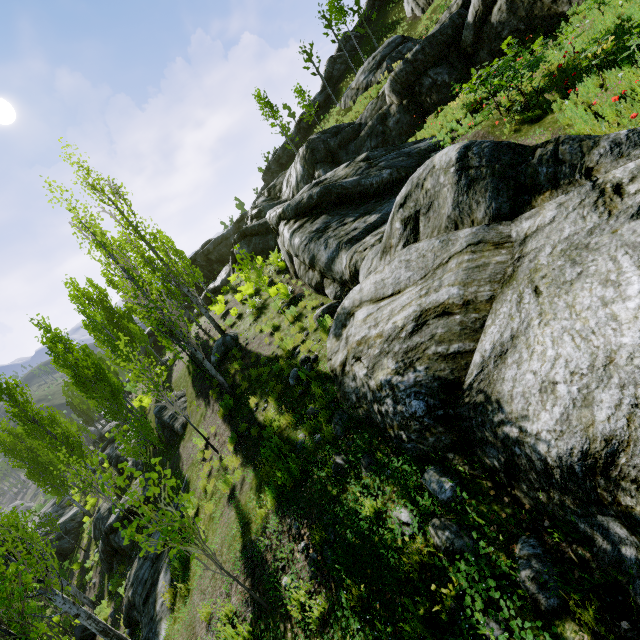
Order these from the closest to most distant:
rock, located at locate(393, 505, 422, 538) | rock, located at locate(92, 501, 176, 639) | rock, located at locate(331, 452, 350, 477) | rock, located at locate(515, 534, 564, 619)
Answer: rock, located at locate(515, 534, 564, 619)
rock, located at locate(393, 505, 422, 538)
rock, located at locate(331, 452, 350, 477)
rock, located at locate(92, 501, 176, 639)

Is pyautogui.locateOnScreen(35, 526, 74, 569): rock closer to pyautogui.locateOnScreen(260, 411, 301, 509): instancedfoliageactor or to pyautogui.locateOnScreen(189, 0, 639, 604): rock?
pyautogui.locateOnScreen(260, 411, 301, 509): instancedfoliageactor

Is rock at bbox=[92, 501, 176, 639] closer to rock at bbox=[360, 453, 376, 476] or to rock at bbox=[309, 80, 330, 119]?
rock at bbox=[360, 453, 376, 476]

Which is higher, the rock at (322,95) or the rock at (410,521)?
the rock at (322,95)

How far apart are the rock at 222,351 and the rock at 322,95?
42.6 meters

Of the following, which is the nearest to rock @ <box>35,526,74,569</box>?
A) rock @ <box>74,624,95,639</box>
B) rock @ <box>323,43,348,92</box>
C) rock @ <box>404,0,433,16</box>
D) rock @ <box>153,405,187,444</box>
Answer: rock @ <box>74,624,95,639</box>

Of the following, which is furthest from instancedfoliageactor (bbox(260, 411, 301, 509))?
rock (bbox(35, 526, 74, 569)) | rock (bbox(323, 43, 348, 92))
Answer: rock (bbox(323, 43, 348, 92))

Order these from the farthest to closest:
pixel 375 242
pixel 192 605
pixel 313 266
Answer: pixel 313 266
pixel 375 242
pixel 192 605
